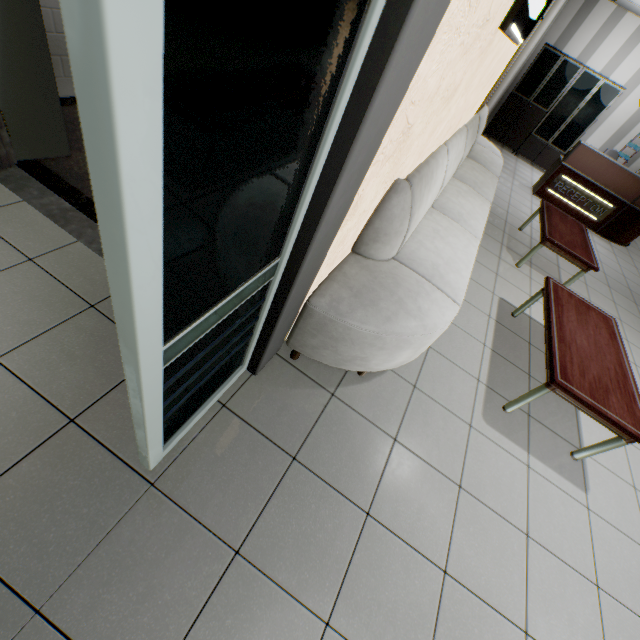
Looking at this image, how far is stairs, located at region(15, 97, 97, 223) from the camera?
2.37m

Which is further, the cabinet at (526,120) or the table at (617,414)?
the cabinet at (526,120)

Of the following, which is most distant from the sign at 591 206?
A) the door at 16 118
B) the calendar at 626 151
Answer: the door at 16 118

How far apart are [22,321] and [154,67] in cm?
197

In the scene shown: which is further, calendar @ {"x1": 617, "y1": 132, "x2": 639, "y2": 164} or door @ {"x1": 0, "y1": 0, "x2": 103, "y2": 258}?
calendar @ {"x1": 617, "y1": 132, "x2": 639, "y2": 164}

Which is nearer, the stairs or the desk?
the stairs

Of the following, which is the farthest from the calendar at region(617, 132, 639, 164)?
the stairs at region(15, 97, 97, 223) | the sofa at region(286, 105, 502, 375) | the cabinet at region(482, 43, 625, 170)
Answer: the stairs at region(15, 97, 97, 223)

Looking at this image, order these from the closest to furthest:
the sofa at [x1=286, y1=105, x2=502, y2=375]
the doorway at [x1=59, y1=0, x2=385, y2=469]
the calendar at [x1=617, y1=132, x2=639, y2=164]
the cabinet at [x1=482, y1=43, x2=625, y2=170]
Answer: the doorway at [x1=59, y1=0, x2=385, y2=469] → the sofa at [x1=286, y1=105, x2=502, y2=375] → the cabinet at [x1=482, y1=43, x2=625, y2=170] → the calendar at [x1=617, y1=132, x2=639, y2=164]
